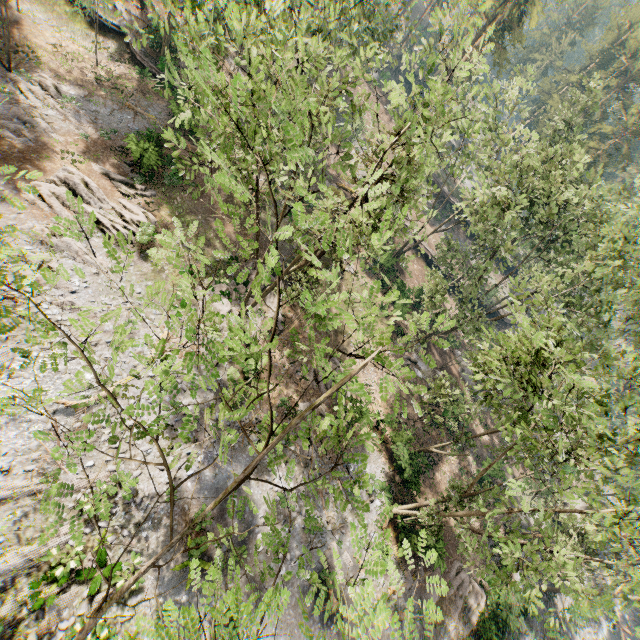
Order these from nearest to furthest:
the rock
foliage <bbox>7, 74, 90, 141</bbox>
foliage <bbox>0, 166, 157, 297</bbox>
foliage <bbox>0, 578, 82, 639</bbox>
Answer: foliage <bbox>0, 166, 157, 297</bbox>
foliage <bbox>0, 578, 82, 639</bbox>
foliage <bbox>7, 74, 90, 141</bbox>
the rock

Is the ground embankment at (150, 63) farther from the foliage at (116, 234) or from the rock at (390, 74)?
the rock at (390, 74)

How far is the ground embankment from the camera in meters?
29.5 m

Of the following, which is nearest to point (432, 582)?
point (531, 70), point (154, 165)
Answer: point (154, 165)

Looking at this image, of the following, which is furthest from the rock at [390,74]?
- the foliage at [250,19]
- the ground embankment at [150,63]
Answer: the ground embankment at [150,63]

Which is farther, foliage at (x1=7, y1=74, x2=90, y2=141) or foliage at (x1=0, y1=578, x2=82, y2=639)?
foliage at (x1=7, y1=74, x2=90, y2=141)

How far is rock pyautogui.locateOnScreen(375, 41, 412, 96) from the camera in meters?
54.5 m
